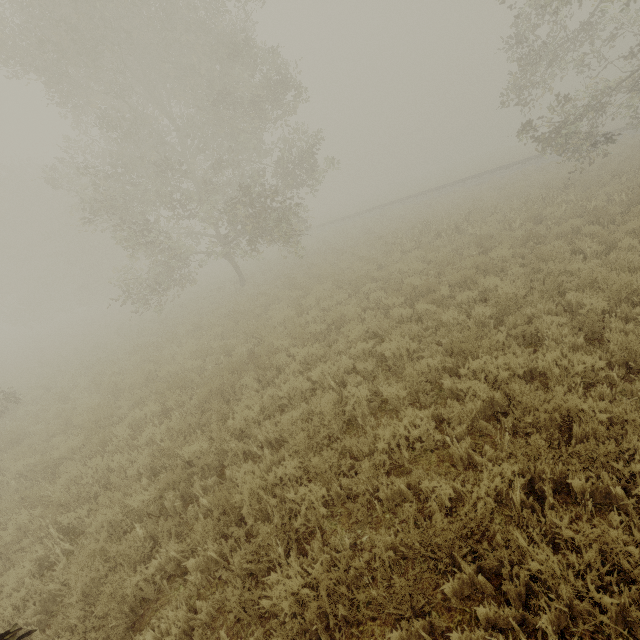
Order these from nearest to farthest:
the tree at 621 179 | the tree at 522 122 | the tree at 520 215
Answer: the tree at 621 179 → the tree at 520 215 → the tree at 522 122

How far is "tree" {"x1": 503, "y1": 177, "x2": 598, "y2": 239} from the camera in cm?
1085

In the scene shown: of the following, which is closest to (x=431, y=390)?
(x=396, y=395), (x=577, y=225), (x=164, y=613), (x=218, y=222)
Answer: (x=396, y=395)

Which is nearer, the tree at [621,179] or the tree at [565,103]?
the tree at [621,179]

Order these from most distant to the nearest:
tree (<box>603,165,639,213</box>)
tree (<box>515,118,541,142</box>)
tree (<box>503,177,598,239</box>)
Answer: tree (<box>515,118,541,142</box>) → tree (<box>503,177,598,239</box>) → tree (<box>603,165,639,213</box>)

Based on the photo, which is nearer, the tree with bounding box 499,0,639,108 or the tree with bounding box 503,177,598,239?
the tree with bounding box 503,177,598,239
